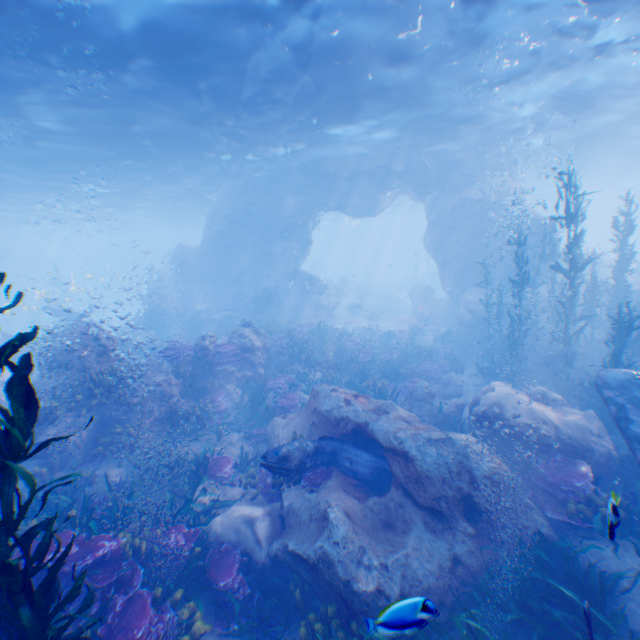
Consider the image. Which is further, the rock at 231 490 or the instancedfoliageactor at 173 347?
the instancedfoliageactor at 173 347

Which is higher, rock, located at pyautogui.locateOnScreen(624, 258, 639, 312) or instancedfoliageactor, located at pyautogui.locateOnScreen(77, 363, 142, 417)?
rock, located at pyautogui.locateOnScreen(624, 258, 639, 312)

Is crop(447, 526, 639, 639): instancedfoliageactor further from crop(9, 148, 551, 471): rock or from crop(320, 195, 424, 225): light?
crop(320, 195, 424, 225): light

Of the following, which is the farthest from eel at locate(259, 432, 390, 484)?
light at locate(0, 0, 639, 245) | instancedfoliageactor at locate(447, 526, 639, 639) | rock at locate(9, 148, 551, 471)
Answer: light at locate(0, 0, 639, 245)

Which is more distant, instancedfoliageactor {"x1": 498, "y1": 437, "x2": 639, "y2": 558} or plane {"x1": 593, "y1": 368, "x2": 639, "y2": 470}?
plane {"x1": 593, "y1": 368, "x2": 639, "y2": 470}

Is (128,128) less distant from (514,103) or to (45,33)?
(45,33)

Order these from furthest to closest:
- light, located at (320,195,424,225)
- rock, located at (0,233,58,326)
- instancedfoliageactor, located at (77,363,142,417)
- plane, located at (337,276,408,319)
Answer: light, located at (320,195,424,225)
rock, located at (0,233,58,326)
plane, located at (337,276,408,319)
instancedfoliageactor, located at (77,363,142,417)

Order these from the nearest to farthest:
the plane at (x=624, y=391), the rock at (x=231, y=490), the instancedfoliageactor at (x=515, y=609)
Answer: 1. the instancedfoliageactor at (x=515, y=609)
2. the plane at (x=624, y=391)
3. the rock at (x=231, y=490)
